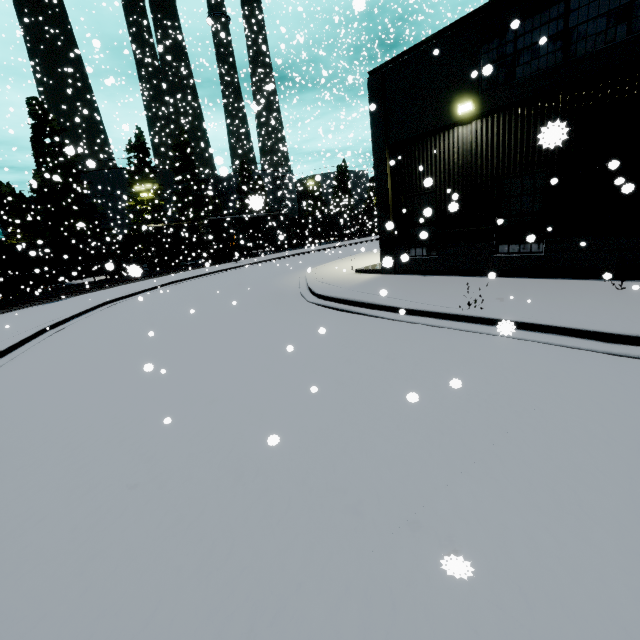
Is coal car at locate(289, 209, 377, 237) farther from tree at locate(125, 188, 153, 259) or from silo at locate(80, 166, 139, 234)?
tree at locate(125, 188, 153, 259)

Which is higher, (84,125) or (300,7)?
(84,125)

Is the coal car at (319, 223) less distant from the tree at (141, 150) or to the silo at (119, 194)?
the silo at (119, 194)

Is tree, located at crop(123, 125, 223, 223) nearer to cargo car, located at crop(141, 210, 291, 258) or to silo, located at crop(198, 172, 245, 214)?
silo, located at crop(198, 172, 245, 214)

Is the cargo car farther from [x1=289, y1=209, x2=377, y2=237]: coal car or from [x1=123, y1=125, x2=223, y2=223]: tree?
[x1=123, y1=125, x2=223, y2=223]: tree

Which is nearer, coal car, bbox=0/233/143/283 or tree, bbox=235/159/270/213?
tree, bbox=235/159/270/213

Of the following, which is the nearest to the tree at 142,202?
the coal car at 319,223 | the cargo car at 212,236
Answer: the cargo car at 212,236
